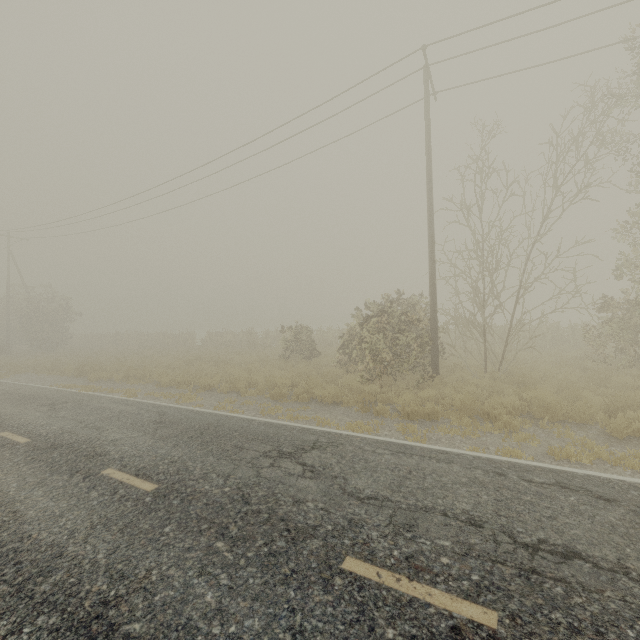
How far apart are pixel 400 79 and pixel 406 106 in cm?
133
